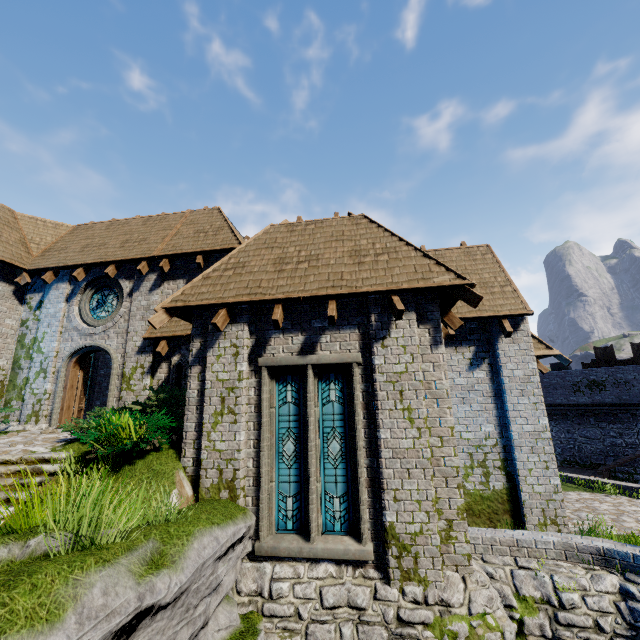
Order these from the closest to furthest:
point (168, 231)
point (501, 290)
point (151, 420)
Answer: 1. point (151, 420)
2. point (501, 290)
3. point (168, 231)

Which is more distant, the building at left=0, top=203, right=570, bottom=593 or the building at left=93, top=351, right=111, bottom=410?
the building at left=93, top=351, right=111, bottom=410

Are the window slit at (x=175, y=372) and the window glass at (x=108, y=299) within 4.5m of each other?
yes

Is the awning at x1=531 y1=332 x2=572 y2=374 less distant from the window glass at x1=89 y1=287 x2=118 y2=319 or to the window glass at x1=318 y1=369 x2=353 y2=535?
the window glass at x1=318 y1=369 x2=353 y2=535

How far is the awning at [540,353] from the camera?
9.2 meters

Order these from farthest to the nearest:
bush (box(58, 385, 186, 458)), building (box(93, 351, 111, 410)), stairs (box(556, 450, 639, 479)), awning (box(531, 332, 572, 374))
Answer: stairs (box(556, 450, 639, 479)), building (box(93, 351, 111, 410)), awning (box(531, 332, 572, 374)), bush (box(58, 385, 186, 458))

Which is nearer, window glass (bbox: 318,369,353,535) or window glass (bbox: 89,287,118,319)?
window glass (bbox: 318,369,353,535)

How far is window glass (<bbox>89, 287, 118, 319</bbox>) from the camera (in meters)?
12.15
